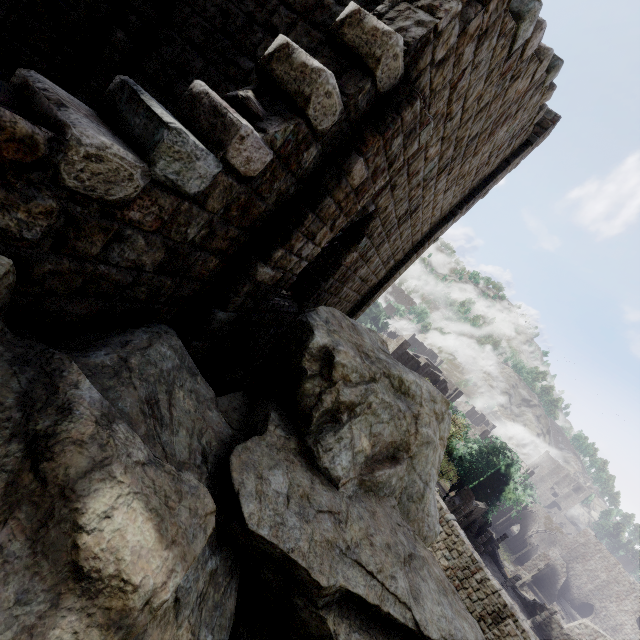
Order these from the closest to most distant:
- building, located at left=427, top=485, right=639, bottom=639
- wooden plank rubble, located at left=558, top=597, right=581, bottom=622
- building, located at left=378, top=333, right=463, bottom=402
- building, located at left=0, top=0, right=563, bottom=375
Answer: building, located at left=0, top=0, right=563, bottom=375
building, located at left=427, top=485, right=639, bottom=639
building, located at left=378, top=333, right=463, bottom=402
wooden plank rubble, located at left=558, top=597, right=581, bottom=622

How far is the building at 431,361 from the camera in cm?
4016

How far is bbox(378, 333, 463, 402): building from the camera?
40.2m

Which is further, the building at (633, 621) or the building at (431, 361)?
the building at (431, 361)

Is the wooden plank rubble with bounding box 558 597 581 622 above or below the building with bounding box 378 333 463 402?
below

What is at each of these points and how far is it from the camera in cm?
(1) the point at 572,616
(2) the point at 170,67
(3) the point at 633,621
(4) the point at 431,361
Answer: (1) wooden plank rubble, 4988
(2) building, 574
(3) building, 5038
(4) building, 5538

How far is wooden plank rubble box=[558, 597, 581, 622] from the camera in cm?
4919

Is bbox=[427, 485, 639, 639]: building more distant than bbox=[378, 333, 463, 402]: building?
No
